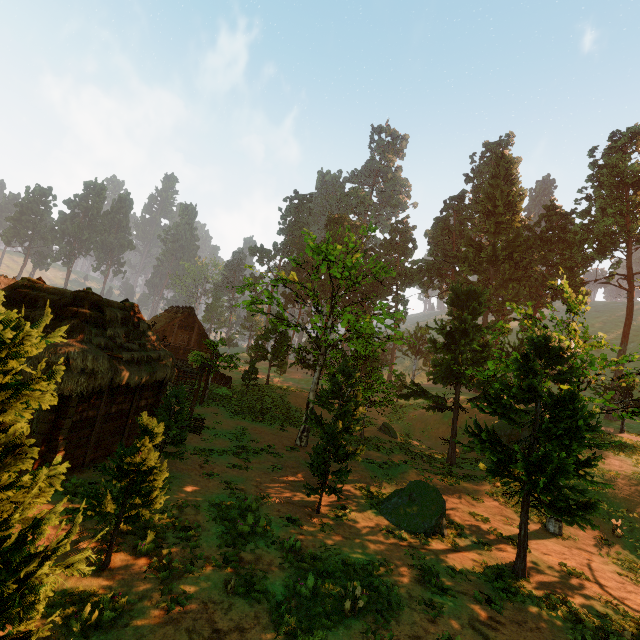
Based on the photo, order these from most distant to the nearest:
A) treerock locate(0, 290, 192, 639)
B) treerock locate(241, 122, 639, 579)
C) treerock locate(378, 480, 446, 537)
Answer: treerock locate(378, 480, 446, 537) < treerock locate(241, 122, 639, 579) < treerock locate(0, 290, 192, 639)

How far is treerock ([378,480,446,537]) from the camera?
13.1m

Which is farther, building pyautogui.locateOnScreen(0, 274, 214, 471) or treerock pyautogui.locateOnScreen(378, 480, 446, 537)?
treerock pyautogui.locateOnScreen(378, 480, 446, 537)

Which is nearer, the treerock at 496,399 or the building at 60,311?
the building at 60,311

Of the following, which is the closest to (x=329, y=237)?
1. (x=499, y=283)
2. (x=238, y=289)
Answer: (x=238, y=289)

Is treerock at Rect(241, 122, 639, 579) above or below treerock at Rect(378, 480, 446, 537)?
above

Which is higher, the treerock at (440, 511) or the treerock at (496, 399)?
the treerock at (496, 399)

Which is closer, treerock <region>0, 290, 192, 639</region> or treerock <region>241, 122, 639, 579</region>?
treerock <region>0, 290, 192, 639</region>
